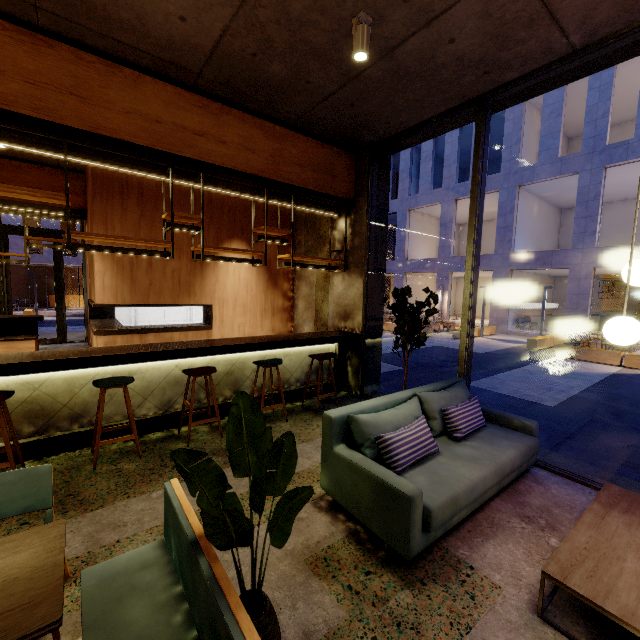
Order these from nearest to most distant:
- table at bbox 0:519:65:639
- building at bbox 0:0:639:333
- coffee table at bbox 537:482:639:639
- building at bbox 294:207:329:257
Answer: table at bbox 0:519:65:639 < coffee table at bbox 537:482:639:639 < building at bbox 0:0:639:333 < building at bbox 294:207:329:257

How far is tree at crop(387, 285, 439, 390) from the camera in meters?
4.4

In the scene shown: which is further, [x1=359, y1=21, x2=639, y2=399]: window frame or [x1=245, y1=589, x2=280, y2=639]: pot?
[x1=359, y1=21, x2=639, y2=399]: window frame

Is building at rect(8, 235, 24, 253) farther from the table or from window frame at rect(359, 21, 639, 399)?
the table

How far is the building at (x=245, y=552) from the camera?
2.2 meters

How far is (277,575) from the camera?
2.3 meters

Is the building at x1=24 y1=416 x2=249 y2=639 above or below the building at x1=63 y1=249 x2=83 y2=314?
below

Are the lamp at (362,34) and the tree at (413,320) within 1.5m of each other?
no
